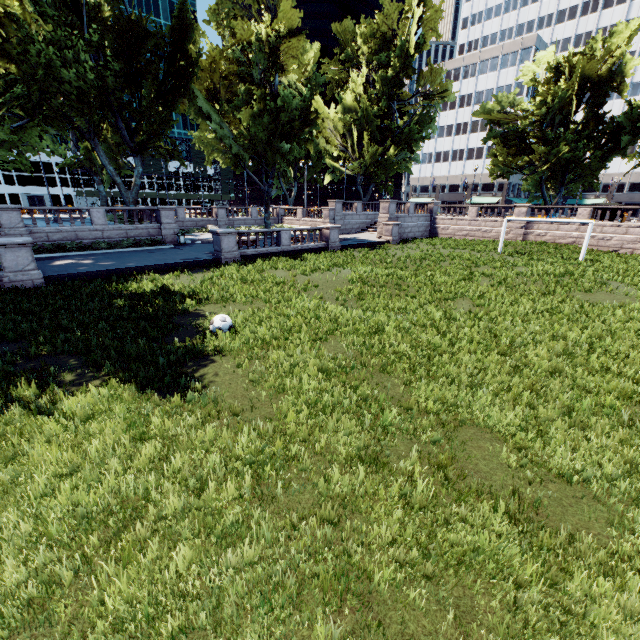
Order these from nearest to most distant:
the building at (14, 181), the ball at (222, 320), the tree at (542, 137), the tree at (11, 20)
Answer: the ball at (222, 320) < the tree at (11, 20) < the tree at (542, 137) < the building at (14, 181)

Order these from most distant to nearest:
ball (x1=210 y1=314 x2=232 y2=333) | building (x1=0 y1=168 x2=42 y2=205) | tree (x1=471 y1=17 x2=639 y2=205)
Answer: building (x1=0 y1=168 x2=42 y2=205) < tree (x1=471 y1=17 x2=639 y2=205) < ball (x1=210 y1=314 x2=232 y2=333)

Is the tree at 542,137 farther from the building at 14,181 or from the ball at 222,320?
the building at 14,181

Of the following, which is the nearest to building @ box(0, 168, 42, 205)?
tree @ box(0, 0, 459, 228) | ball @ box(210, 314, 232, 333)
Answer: tree @ box(0, 0, 459, 228)

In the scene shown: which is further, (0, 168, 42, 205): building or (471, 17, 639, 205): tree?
(0, 168, 42, 205): building

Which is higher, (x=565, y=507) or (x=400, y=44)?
(x=400, y=44)
